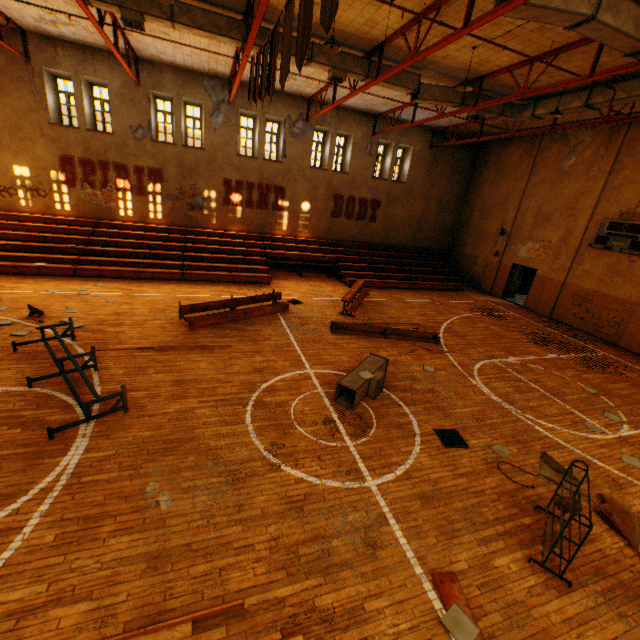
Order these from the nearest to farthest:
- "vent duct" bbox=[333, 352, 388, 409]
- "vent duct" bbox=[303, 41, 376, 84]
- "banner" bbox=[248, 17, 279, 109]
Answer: "banner" bbox=[248, 17, 279, 109]
"vent duct" bbox=[333, 352, 388, 409]
"vent duct" bbox=[303, 41, 376, 84]

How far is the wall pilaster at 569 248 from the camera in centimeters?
1415cm

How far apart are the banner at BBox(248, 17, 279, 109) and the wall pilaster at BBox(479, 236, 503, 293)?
16.8m

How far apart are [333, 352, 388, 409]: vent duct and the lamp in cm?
798

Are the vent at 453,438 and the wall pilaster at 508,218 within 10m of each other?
no

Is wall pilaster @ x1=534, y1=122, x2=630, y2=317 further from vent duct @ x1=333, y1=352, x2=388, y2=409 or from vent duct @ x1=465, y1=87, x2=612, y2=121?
vent duct @ x1=333, y1=352, x2=388, y2=409

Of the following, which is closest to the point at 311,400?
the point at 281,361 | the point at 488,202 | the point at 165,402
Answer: the point at 281,361

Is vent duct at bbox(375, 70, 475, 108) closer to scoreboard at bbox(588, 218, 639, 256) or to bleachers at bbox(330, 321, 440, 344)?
scoreboard at bbox(588, 218, 639, 256)
